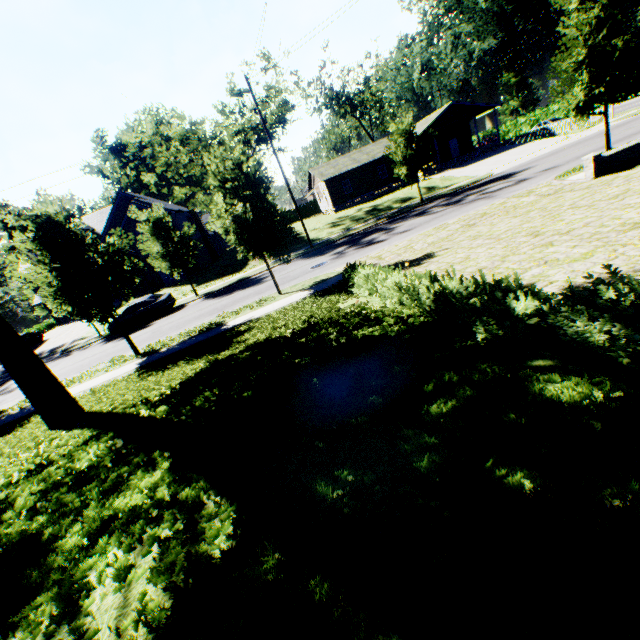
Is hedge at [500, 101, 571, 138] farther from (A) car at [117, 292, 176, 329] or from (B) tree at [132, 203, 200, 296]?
(A) car at [117, 292, 176, 329]

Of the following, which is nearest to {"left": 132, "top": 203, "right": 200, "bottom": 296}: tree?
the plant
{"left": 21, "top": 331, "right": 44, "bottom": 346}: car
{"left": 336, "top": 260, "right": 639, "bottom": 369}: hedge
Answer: {"left": 336, "top": 260, "right": 639, "bottom": 369}: hedge

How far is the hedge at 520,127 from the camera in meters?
48.7

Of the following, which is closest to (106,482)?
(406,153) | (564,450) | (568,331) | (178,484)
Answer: (178,484)

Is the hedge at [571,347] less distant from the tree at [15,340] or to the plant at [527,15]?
the tree at [15,340]

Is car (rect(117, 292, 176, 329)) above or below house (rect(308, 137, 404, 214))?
below

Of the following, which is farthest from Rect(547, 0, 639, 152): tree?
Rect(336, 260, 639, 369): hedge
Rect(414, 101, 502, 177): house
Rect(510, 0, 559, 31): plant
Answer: Rect(510, 0, 559, 31): plant

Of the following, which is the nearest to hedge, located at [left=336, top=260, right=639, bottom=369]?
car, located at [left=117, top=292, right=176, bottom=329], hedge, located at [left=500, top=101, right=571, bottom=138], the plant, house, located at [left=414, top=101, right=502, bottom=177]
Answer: car, located at [left=117, top=292, right=176, bottom=329]
